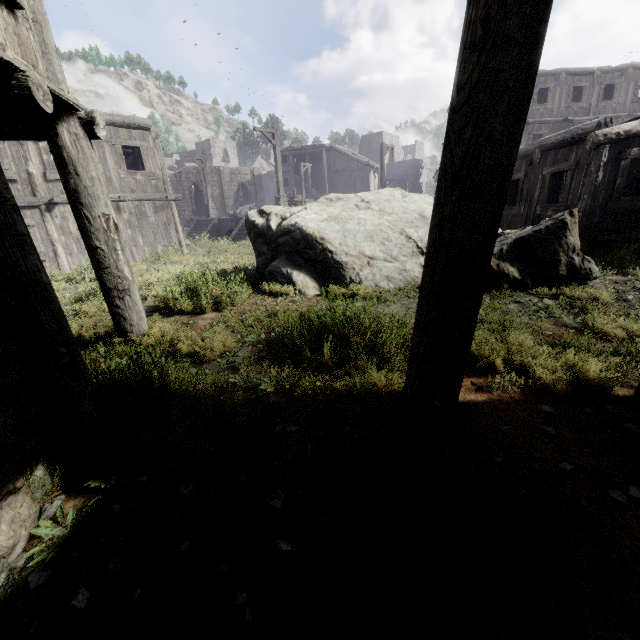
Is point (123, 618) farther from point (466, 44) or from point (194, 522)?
point (466, 44)

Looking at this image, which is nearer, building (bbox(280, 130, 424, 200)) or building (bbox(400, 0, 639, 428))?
building (bbox(400, 0, 639, 428))

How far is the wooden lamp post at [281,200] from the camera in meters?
17.8

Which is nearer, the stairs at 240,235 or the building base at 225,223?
the stairs at 240,235

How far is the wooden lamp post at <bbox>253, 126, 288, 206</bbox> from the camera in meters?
17.8

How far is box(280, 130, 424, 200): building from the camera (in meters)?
40.47

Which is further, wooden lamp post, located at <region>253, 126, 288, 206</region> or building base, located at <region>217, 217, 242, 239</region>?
building base, located at <region>217, 217, 242, 239</region>

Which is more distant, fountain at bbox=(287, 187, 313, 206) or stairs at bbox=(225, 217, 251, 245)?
fountain at bbox=(287, 187, 313, 206)
